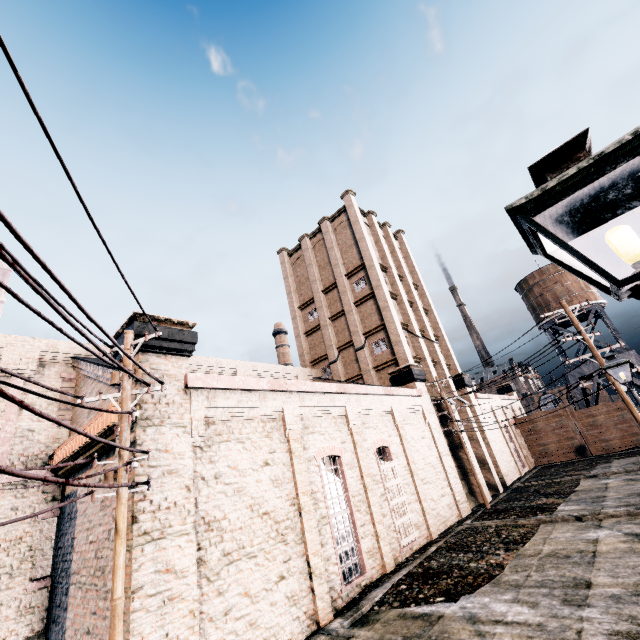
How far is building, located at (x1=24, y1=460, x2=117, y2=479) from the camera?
11.76m

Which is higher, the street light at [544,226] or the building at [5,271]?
the building at [5,271]

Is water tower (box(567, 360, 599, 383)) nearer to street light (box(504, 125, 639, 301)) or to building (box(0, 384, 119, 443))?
building (box(0, 384, 119, 443))

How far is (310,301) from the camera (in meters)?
A: 34.78

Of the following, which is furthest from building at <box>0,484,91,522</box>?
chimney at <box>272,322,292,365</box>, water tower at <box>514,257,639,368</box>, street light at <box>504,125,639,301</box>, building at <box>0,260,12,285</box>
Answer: building at <box>0,260,12,285</box>

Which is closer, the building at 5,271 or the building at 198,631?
the building at 198,631

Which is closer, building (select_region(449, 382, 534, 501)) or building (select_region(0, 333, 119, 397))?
building (select_region(0, 333, 119, 397))
